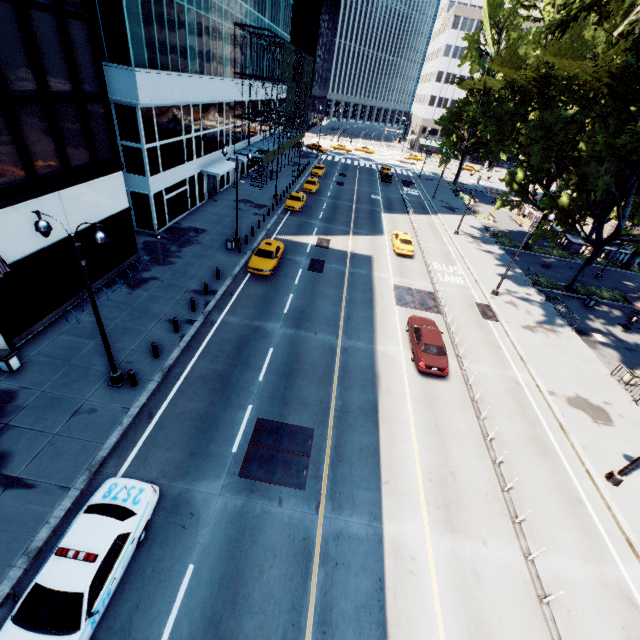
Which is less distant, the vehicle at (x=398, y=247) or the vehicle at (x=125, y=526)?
the vehicle at (x=125, y=526)

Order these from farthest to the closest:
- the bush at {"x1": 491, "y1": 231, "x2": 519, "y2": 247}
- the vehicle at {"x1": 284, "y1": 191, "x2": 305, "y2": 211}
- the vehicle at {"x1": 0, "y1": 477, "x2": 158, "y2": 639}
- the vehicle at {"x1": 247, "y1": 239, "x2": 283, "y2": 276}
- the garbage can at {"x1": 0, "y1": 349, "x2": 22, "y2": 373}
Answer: the bush at {"x1": 491, "y1": 231, "x2": 519, "y2": 247}, the vehicle at {"x1": 284, "y1": 191, "x2": 305, "y2": 211}, the vehicle at {"x1": 247, "y1": 239, "x2": 283, "y2": 276}, the garbage can at {"x1": 0, "y1": 349, "x2": 22, "y2": 373}, the vehicle at {"x1": 0, "y1": 477, "x2": 158, "y2": 639}

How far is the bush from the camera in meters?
38.7

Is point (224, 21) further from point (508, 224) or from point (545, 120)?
point (508, 224)

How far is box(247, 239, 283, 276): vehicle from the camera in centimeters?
2352cm

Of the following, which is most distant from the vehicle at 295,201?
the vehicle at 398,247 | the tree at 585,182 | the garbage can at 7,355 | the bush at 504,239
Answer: the garbage can at 7,355

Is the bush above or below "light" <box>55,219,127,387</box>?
below

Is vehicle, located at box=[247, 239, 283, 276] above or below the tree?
below
